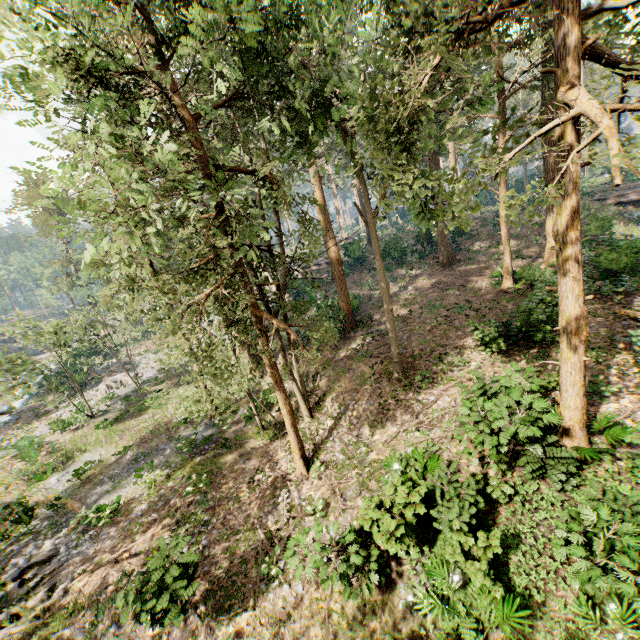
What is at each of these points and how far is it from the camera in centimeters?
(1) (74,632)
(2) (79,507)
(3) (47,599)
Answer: (1) foliage, 1034cm
(2) foliage, 1602cm
(3) foliage, 1155cm

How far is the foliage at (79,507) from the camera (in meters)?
14.52

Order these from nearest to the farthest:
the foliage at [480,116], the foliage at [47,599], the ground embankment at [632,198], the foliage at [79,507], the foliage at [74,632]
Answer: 1. the foliage at [480,116]
2. the foliage at [74,632]
3. the foliage at [47,599]
4. the foliage at [79,507]
5. the ground embankment at [632,198]

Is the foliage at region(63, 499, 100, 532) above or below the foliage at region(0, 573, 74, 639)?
above

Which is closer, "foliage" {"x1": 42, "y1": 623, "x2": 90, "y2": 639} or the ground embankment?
"foliage" {"x1": 42, "y1": 623, "x2": 90, "y2": 639}

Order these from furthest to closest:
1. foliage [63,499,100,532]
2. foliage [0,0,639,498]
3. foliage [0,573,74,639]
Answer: foliage [63,499,100,532] → foliage [0,573,74,639] → foliage [0,0,639,498]

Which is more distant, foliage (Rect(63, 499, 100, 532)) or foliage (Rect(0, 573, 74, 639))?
foliage (Rect(63, 499, 100, 532))
